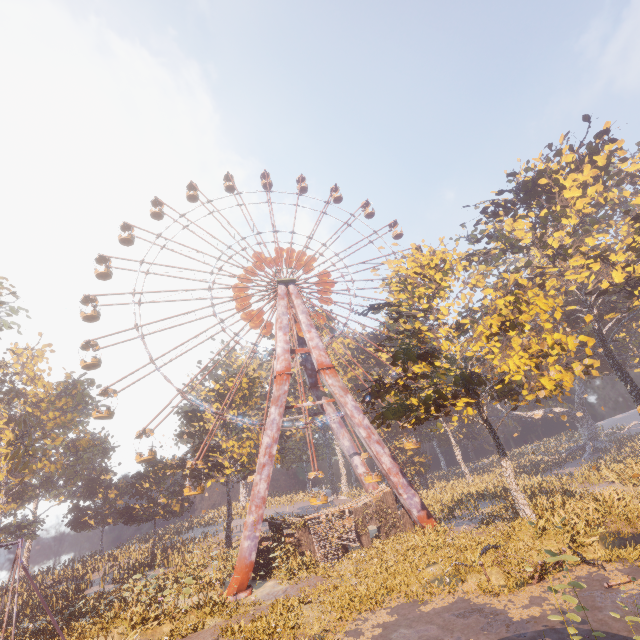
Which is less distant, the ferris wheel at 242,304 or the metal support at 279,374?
the metal support at 279,374

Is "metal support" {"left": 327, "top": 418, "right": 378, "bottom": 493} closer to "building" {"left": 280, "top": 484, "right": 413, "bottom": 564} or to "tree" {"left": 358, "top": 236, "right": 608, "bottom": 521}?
"building" {"left": 280, "top": 484, "right": 413, "bottom": 564}

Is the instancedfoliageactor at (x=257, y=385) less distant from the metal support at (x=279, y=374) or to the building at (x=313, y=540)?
the building at (x=313, y=540)

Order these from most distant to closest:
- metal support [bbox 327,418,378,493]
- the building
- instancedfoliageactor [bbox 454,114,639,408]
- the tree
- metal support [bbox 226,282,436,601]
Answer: metal support [bbox 327,418,378,493] < instancedfoliageactor [bbox 454,114,639,408] < the building < metal support [bbox 226,282,436,601] < the tree

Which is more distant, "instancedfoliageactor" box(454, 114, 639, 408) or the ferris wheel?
the ferris wheel

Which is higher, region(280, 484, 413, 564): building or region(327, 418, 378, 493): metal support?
region(327, 418, 378, 493): metal support

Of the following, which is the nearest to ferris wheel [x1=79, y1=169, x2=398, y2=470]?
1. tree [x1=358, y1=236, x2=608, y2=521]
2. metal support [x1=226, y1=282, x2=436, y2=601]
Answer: metal support [x1=226, y1=282, x2=436, y2=601]

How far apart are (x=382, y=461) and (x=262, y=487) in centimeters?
1025cm
